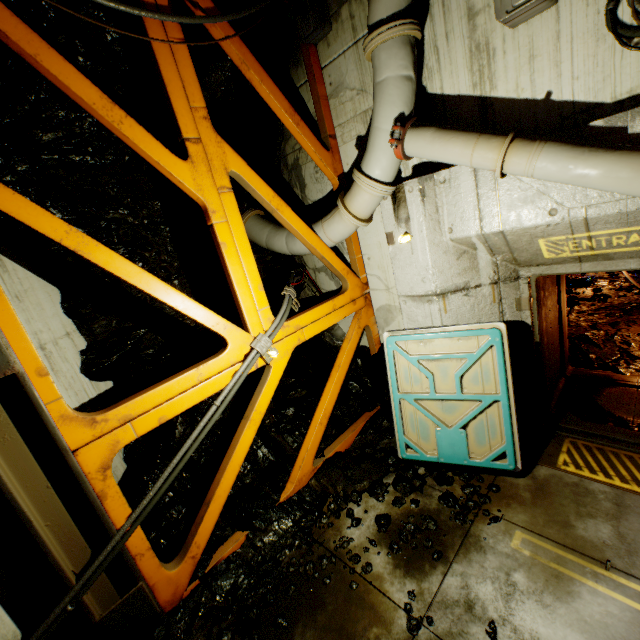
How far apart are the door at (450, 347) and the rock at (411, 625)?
1.8m

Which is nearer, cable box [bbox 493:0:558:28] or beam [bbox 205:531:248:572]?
cable box [bbox 493:0:558:28]

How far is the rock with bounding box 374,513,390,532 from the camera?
4.1 meters

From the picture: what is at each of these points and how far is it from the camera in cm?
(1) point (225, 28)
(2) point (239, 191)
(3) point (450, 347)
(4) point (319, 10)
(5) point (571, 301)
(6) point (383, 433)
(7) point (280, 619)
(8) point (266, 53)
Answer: (1) beam, 383
(2) rock, 569
(3) door, 440
(4) cable box, 435
(5) rock, 817
(6) rock, 570
(7) rock, 337
(8) rock, 461

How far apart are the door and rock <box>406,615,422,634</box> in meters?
1.8 m

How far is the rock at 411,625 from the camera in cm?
303

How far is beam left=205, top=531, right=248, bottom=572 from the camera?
4.0m

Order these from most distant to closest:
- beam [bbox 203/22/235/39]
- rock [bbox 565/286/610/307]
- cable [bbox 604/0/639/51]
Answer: rock [bbox 565/286/610/307] < beam [bbox 203/22/235/39] < cable [bbox 604/0/639/51]
